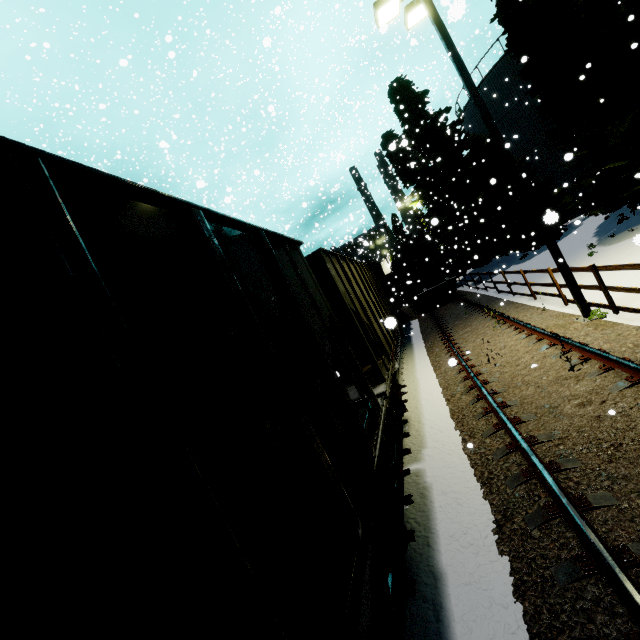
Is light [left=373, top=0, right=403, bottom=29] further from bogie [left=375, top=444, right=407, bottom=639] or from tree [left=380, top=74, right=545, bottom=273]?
bogie [left=375, top=444, right=407, bottom=639]

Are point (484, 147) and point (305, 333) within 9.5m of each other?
no

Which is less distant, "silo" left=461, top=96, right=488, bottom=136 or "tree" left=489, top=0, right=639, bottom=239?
"tree" left=489, top=0, right=639, bottom=239

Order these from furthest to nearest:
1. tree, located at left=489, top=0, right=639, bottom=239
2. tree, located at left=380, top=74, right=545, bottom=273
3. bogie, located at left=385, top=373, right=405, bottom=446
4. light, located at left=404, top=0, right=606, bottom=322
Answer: tree, located at left=380, top=74, right=545, bottom=273 → tree, located at left=489, top=0, right=639, bottom=239 → light, located at left=404, top=0, right=606, bottom=322 → bogie, located at left=385, top=373, right=405, bottom=446

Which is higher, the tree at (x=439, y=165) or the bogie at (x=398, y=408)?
the tree at (x=439, y=165)

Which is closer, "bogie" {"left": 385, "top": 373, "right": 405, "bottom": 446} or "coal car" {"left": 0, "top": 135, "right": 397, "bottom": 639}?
"coal car" {"left": 0, "top": 135, "right": 397, "bottom": 639}

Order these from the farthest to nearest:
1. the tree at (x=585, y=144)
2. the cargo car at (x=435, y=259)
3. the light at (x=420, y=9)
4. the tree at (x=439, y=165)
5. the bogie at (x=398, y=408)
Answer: the cargo car at (x=435, y=259) → the tree at (x=439, y=165) → the tree at (x=585, y=144) → the light at (x=420, y=9) → the bogie at (x=398, y=408)

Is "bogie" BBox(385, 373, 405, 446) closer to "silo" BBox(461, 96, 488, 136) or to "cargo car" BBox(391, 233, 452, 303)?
"silo" BBox(461, 96, 488, 136)
